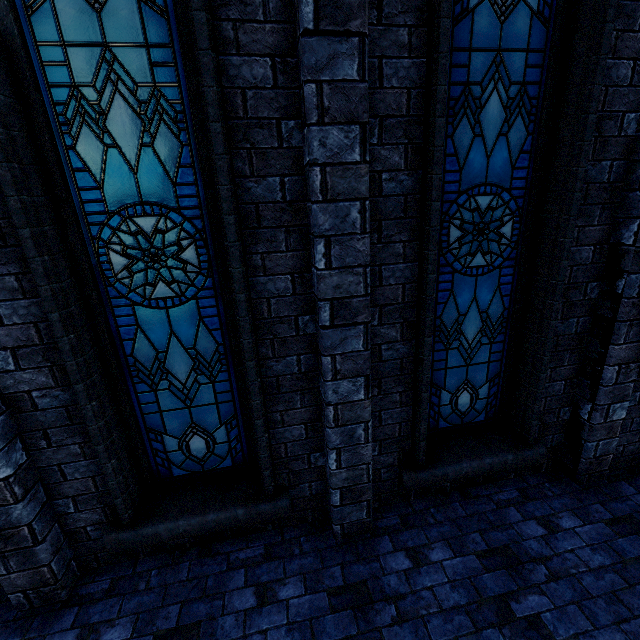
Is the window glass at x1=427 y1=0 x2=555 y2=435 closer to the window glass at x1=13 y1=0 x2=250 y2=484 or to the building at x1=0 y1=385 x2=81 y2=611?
the building at x1=0 y1=385 x2=81 y2=611

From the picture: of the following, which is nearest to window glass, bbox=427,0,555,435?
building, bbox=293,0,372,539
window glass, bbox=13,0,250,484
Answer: building, bbox=293,0,372,539

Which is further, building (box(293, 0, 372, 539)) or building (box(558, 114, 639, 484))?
building (box(558, 114, 639, 484))

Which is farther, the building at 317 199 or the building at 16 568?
the building at 16 568

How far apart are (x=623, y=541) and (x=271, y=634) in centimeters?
351cm
